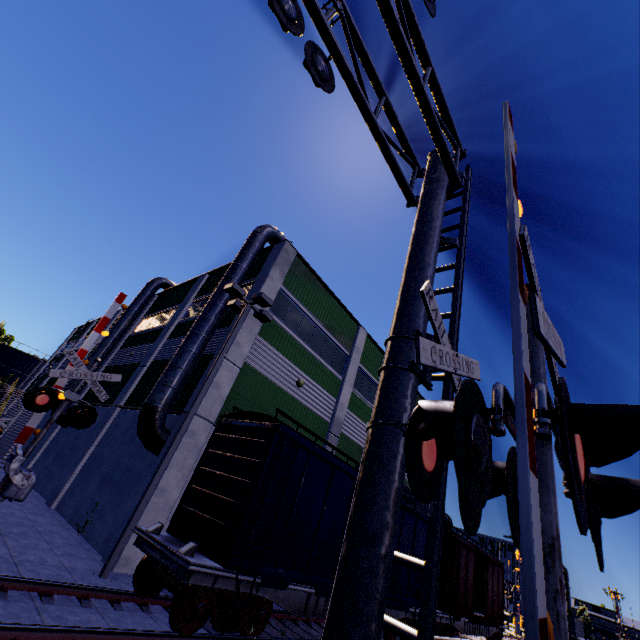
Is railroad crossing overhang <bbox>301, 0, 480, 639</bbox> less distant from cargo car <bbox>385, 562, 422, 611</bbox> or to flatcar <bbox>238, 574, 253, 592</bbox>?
cargo car <bbox>385, 562, 422, 611</bbox>

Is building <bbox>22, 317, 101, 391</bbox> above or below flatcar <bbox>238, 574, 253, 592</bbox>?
above

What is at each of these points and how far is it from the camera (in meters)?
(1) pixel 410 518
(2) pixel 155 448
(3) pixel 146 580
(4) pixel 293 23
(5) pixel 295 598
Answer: (1) cargo car, 13.80
(2) vent duct, 11.95
(3) bogie, 8.06
(4) railroad crossing overhang, 4.39
(5) flatcar, 8.74

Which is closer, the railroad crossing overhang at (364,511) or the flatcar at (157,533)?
the railroad crossing overhang at (364,511)

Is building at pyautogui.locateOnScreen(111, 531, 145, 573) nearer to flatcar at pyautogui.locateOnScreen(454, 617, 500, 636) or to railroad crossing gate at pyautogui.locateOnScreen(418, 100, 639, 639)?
flatcar at pyautogui.locateOnScreen(454, 617, 500, 636)

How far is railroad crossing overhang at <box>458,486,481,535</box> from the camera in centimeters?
281cm

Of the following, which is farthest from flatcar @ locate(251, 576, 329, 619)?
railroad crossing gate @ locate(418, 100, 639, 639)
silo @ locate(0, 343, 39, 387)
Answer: silo @ locate(0, 343, 39, 387)

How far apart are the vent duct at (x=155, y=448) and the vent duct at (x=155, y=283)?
12.3 meters
